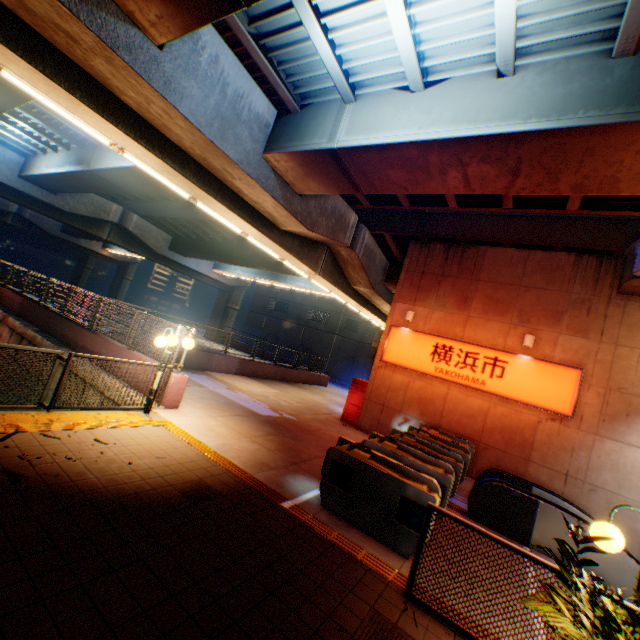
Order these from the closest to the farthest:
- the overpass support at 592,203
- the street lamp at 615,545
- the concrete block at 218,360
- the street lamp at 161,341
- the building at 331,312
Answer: the street lamp at 615,545
the overpass support at 592,203
the street lamp at 161,341
the concrete block at 218,360
the building at 331,312

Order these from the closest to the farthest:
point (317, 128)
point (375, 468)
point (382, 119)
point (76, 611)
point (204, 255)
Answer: point (76, 611)
point (375, 468)
point (382, 119)
point (317, 128)
point (204, 255)

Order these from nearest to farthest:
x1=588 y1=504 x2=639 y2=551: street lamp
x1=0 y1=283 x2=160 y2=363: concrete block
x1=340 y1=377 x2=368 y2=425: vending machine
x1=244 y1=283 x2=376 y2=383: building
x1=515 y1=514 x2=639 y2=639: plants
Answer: x1=515 y1=514 x2=639 y2=639: plants < x1=588 y1=504 x2=639 y2=551: street lamp < x1=0 y1=283 x2=160 y2=363: concrete block < x1=340 y1=377 x2=368 y2=425: vending machine < x1=244 y1=283 x2=376 y2=383: building

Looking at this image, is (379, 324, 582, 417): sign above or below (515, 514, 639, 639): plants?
above

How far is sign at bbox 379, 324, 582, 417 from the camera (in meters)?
10.68

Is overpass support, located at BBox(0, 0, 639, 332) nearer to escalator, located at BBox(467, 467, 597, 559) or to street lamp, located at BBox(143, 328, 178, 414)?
street lamp, located at BBox(143, 328, 178, 414)

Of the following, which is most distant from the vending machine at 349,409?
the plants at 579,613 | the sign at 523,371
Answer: the plants at 579,613

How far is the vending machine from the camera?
14.28m
